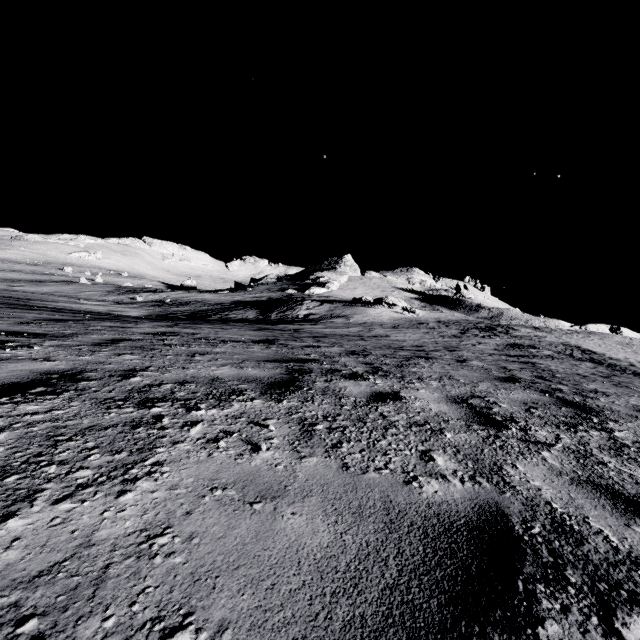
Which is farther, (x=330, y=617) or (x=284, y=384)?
(x=284, y=384)
